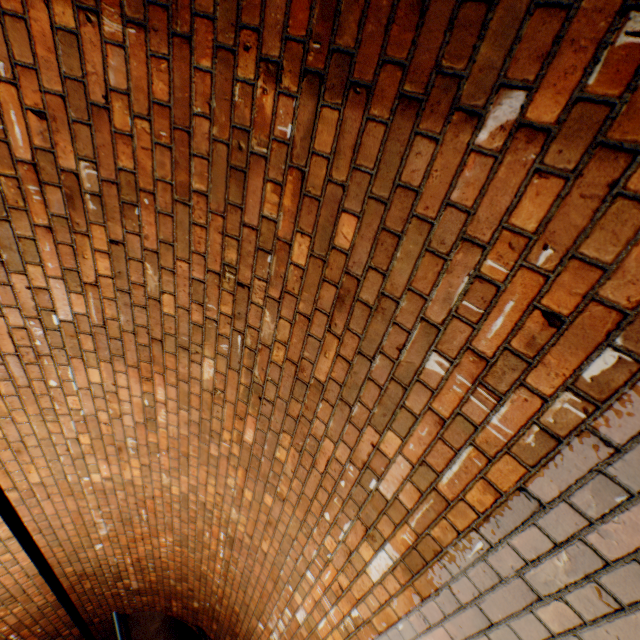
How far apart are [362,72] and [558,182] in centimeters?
69cm

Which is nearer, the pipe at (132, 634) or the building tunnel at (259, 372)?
the building tunnel at (259, 372)

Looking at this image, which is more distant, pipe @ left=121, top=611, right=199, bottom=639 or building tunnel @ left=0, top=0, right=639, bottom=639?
pipe @ left=121, top=611, right=199, bottom=639
